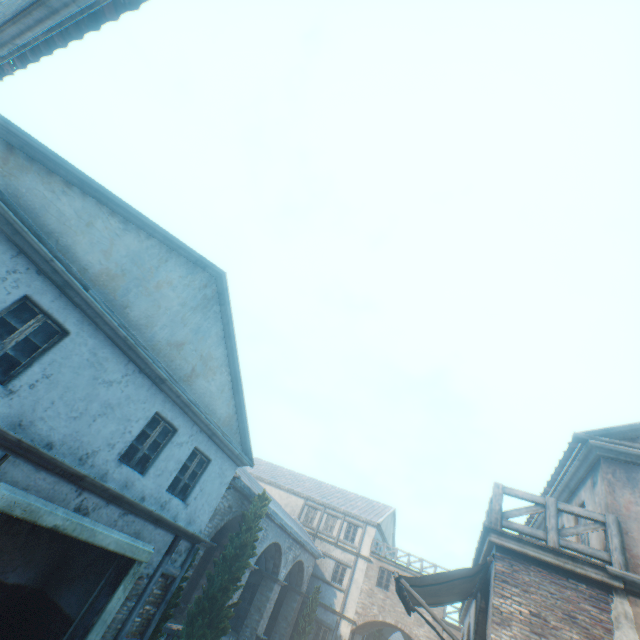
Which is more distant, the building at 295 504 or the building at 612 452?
the building at 295 504

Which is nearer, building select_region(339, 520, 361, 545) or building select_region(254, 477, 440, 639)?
building select_region(254, 477, 440, 639)

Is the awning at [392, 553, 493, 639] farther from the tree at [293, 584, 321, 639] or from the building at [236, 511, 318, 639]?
the tree at [293, 584, 321, 639]

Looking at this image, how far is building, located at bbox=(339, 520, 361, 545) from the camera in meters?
27.5

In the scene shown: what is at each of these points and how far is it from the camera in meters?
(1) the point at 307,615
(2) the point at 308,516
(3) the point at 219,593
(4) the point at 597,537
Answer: (1) tree, 22.5
(2) building, 29.8
(3) tree, 12.9
(4) building, 7.0

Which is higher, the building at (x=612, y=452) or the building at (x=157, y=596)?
the building at (x=612, y=452)

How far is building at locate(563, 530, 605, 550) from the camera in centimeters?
673cm
